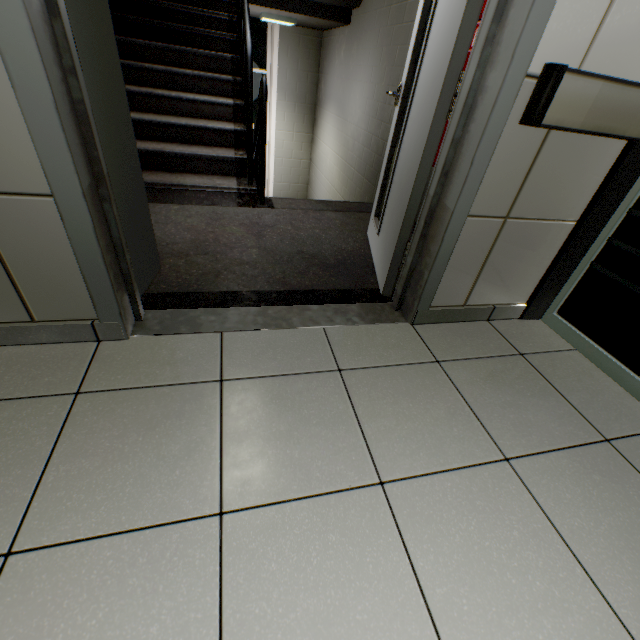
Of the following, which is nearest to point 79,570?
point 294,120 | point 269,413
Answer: point 269,413

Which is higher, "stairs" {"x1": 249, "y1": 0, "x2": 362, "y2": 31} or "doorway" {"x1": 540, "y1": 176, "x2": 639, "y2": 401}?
"stairs" {"x1": 249, "y1": 0, "x2": 362, "y2": 31}

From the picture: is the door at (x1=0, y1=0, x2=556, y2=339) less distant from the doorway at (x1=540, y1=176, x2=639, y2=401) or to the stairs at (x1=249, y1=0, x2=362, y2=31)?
the stairs at (x1=249, y1=0, x2=362, y2=31)

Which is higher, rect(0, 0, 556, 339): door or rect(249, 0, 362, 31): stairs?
rect(249, 0, 362, 31): stairs

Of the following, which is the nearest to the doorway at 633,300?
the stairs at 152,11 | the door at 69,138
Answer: the stairs at 152,11

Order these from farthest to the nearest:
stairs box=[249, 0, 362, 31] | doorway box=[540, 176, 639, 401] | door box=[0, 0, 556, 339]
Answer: stairs box=[249, 0, 362, 31] < doorway box=[540, 176, 639, 401] < door box=[0, 0, 556, 339]

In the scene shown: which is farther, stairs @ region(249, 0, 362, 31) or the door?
stairs @ region(249, 0, 362, 31)

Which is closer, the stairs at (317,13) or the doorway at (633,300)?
the doorway at (633,300)
